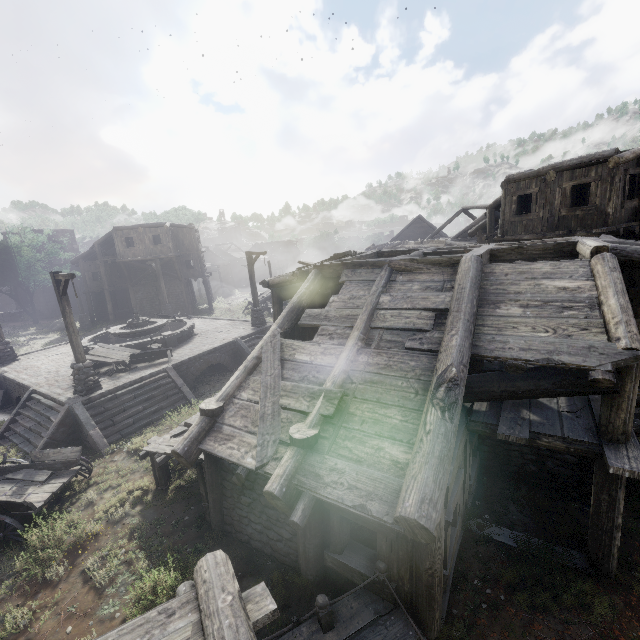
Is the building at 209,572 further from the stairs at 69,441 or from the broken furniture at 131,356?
the broken furniture at 131,356

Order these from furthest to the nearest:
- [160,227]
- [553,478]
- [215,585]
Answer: [160,227] < [553,478] < [215,585]

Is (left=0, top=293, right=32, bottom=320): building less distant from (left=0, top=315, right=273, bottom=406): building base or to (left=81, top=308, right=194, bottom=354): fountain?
(left=0, top=315, right=273, bottom=406): building base

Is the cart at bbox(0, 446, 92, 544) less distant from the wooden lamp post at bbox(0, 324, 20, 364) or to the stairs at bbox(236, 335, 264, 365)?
the stairs at bbox(236, 335, 264, 365)

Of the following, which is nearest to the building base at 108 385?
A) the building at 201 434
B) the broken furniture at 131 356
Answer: the broken furniture at 131 356

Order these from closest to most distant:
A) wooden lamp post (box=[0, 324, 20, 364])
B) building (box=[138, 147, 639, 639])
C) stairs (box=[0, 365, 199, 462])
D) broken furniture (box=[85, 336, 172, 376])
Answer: building (box=[138, 147, 639, 639]), stairs (box=[0, 365, 199, 462]), broken furniture (box=[85, 336, 172, 376]), wooden lamp post (box=[0, 324, 20, 364])

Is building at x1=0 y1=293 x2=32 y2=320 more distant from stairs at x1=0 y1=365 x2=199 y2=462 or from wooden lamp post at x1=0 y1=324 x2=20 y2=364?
wooden lamp post at x1=0 y1=324 x2=20 y2=364

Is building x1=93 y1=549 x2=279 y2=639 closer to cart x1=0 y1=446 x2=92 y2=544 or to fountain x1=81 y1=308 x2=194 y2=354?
cart x1=0 y1=446 x2=92 y2=544
